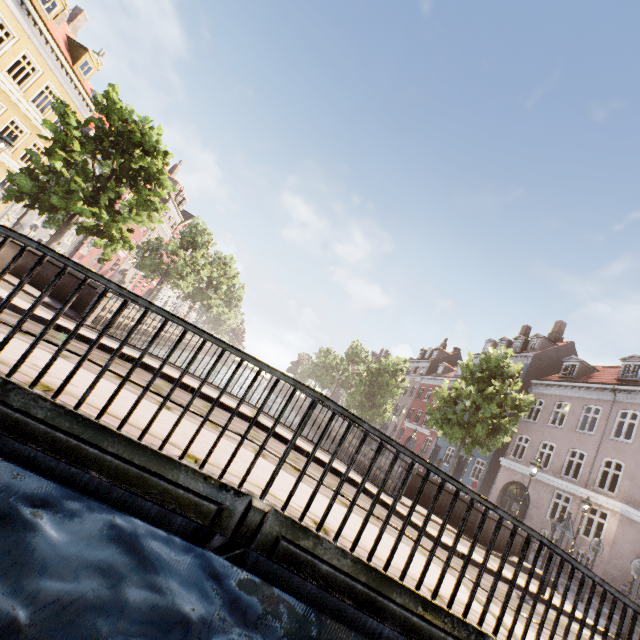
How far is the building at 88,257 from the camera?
29.5 meters

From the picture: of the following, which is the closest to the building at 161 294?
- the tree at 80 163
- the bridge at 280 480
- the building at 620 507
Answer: the tree at 80 163

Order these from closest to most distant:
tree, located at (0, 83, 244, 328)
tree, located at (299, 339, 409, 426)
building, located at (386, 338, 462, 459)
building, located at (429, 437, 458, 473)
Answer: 1. tree, located at (0, 83, 244, 328)
2. tree, located at (299, 339, 409, 426)
3. building, located at (429, 437, 458, 473)
4. building, located at (386, 338, 462, 459)

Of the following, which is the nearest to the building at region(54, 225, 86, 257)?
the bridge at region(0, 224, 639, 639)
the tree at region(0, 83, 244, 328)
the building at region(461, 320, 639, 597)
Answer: the tree at region(0, 83, 244, 328)

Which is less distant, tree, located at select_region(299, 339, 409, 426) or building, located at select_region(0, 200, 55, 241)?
building, located at select_region(0, 200, 55, 241)

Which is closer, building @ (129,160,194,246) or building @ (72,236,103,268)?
building @ (72,236,103,268)

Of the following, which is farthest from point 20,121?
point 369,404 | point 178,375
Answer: point 369,404

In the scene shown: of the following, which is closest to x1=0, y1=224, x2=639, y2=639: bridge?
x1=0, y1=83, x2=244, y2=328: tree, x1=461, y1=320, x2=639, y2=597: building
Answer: x1=0, y1=83, x2=244, y2=328: tree
